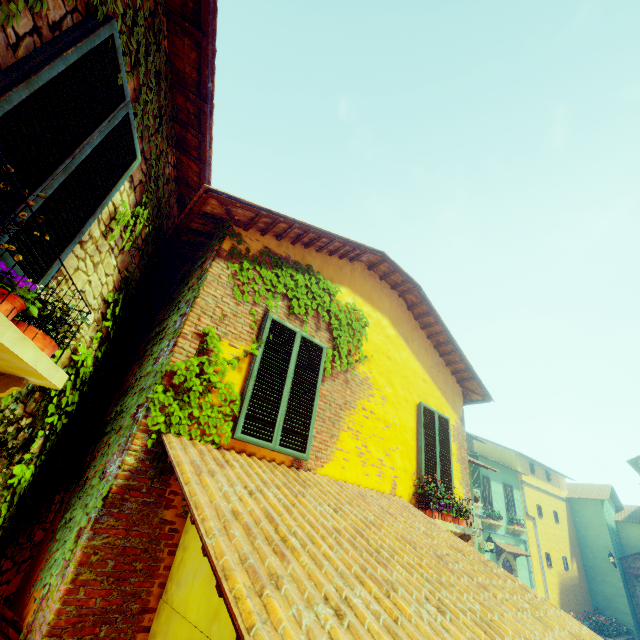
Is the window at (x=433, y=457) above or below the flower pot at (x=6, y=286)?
above

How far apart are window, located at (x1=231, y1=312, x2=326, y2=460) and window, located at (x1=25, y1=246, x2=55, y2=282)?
2.15m

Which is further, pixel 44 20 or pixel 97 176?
pixel 97 176

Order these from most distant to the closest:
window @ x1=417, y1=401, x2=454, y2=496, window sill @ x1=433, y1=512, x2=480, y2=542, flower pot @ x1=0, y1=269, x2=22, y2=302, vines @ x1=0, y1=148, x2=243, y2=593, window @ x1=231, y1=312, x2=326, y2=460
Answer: window @ x1=417, y1=401, x2=454, y2=496, window sill @ x1=433, y1=512, x2=480, y2=542, window @ x1=231, y1=312, x2=326, y2=460, vines @ x1=0, y1=148, x2=243, y2=593, flower pot @ x1=0, y1=269, x2=22, y2=302

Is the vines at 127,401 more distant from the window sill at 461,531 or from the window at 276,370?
the window sill at 461,531

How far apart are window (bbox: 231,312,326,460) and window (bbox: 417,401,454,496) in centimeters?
257cm

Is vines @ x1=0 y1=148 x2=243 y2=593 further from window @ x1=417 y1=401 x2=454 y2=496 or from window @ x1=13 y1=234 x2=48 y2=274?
window @ x1=417 y1=401 x2=454 y2=496
